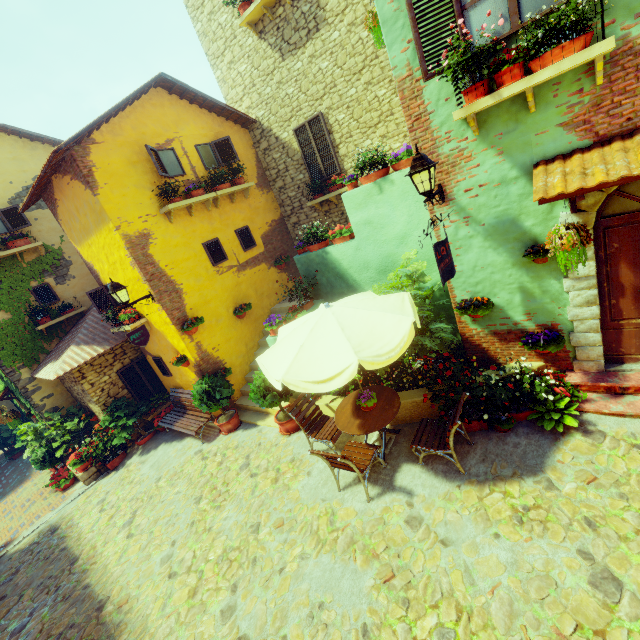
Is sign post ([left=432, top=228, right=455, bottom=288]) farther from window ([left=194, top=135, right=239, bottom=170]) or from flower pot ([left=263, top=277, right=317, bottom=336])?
flower pot ([left=263, top=277, right=317, bottom=336])

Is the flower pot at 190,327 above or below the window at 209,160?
below

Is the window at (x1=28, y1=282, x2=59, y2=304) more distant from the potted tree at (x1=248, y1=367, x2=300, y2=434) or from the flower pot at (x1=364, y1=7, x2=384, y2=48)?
the potted tree at (x1=248, y1=367, x2=300, y2=434)

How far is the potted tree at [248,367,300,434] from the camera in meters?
6.9 m

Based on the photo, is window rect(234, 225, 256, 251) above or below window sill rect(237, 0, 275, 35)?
below

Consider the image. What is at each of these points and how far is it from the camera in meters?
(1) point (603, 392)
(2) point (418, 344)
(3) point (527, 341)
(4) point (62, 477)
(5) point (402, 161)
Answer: (1) stair, 4.9
(2) potted tree, 6.3
(3) flower pot, 5.2
(4) flower pot, 10.0
(5) flower pot, 5.9

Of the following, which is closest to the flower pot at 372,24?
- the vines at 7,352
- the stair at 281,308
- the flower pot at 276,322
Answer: the stair at 281,308

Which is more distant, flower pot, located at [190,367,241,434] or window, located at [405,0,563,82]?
flower pot, located at [190,367,241,434]
